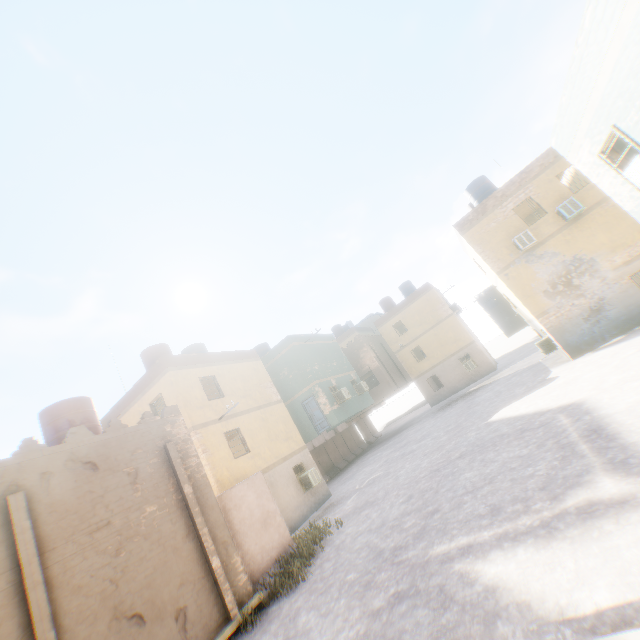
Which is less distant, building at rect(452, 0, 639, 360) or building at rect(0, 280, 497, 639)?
building at rect(452, 0, 639, 360)

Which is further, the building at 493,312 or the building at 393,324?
the building at 393,324

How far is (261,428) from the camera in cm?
1794

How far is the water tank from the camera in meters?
10.8 m

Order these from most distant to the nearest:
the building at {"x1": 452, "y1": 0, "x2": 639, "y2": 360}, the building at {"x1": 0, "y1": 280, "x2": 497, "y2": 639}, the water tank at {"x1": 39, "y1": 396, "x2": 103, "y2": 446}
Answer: the water tank at {"x1": 39, "y1": 396, "x2": 103, "y2": 446}
the building at {"x1": 0, "y1": 280, "x2": 497, "y2": 639}
the building at {"x1": 452, "y1": 0, "x2": 639, "y2": 360}

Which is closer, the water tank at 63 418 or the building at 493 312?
the building at 493 312

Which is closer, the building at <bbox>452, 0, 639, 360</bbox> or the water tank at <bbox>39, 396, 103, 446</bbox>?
the building at <bbox>452, 0, 639, 360</bbox>
